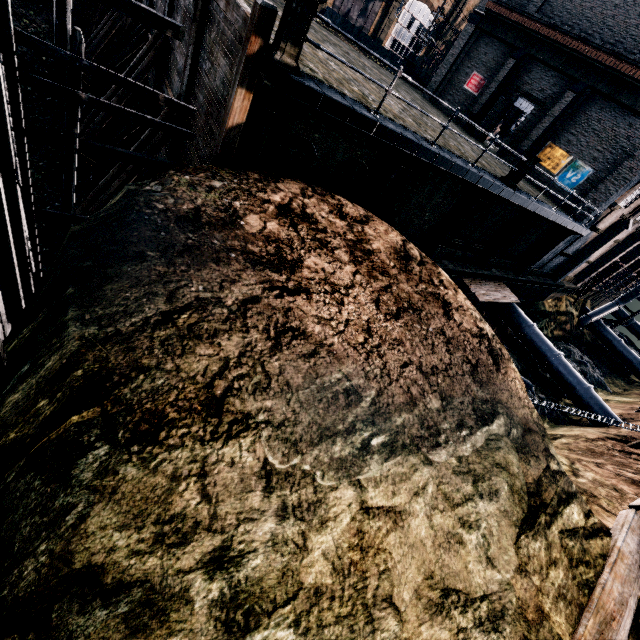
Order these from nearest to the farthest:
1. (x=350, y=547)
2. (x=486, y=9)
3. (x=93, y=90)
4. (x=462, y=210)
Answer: (x=350, y=547), (x=462, y=210), (x=93, y=90), (x=486, y=9)

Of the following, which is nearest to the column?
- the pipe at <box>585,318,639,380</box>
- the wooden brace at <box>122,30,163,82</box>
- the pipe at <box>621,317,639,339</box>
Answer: the pipe at <box>585,318,639,380</box>

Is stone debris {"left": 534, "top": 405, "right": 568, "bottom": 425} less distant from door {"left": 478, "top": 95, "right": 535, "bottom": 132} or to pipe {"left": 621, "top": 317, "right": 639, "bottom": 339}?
pipe {"left": 621, "top": 317, "right": 639, "bottom": 339}

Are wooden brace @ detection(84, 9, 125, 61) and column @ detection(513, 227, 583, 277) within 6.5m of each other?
no

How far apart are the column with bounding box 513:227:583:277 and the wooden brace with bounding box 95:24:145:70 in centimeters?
2785cm

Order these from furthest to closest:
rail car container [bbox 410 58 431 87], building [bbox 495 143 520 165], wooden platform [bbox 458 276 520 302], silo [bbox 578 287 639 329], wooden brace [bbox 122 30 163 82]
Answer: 1. silo [bbox 578 287 639 329]
2. rail car container [bbox 410 58 431 87]
3. building [bbox 495 143 520 165]
4. wooden platform [bbox 458 276 520 302]
5. wooden brace [bbox 122 30 163 82]

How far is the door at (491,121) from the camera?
25.0 meters

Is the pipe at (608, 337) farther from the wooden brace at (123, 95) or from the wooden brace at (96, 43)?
the wooden brace at (96, 43)
